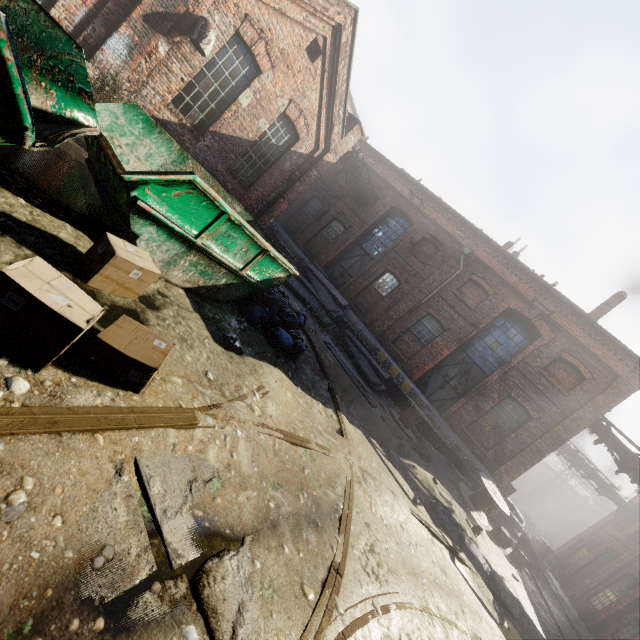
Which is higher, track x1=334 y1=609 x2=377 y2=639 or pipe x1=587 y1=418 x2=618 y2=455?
pipe x1=587 y1=418 x2=618 y2=455

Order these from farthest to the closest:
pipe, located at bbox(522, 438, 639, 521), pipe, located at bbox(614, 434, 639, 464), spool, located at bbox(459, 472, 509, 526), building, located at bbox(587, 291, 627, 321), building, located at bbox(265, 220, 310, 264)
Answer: pipe, located at bbox(522, 438, 639, 521)
building, located at bbox(265, 220, 310, 264)
building, located at bbox(587, 291, 627, 321)
pipe, located at bbox(614, 434, 639, 464)
spool, located at bbox(459, 472, 509, 526)

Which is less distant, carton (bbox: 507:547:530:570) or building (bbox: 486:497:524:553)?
carton (bbox: 507:547:530:570)

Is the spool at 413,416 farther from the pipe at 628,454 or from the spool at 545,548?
the spool at 545,548

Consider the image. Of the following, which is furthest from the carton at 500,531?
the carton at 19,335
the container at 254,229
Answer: the carton at 19,335

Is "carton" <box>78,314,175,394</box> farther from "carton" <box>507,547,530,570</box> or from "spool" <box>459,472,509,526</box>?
"carton" <box>507,547,530,570</box>

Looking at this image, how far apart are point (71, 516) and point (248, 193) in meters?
12.5 m

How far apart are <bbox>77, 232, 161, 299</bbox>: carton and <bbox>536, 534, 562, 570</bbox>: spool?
25.4 meters
